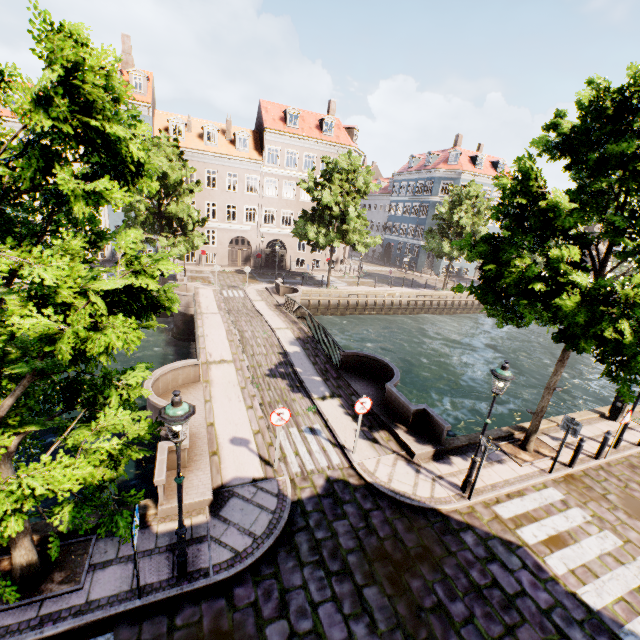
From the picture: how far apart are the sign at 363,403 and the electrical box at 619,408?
11.16m

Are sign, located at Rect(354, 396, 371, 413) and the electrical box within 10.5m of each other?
no

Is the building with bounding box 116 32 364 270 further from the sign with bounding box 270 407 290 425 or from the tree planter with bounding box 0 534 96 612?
the sign with bounding box 270 407 290 425

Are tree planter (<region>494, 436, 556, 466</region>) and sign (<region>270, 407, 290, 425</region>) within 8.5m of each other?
yes

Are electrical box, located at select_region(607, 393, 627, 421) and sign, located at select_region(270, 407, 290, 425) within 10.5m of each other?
no

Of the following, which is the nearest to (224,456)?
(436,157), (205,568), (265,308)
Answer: (205,568)

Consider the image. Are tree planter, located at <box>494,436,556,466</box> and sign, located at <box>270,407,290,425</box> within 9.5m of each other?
yes

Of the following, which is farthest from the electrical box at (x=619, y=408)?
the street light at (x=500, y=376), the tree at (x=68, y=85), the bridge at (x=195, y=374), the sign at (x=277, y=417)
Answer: the sign at (x=277, y=417)
